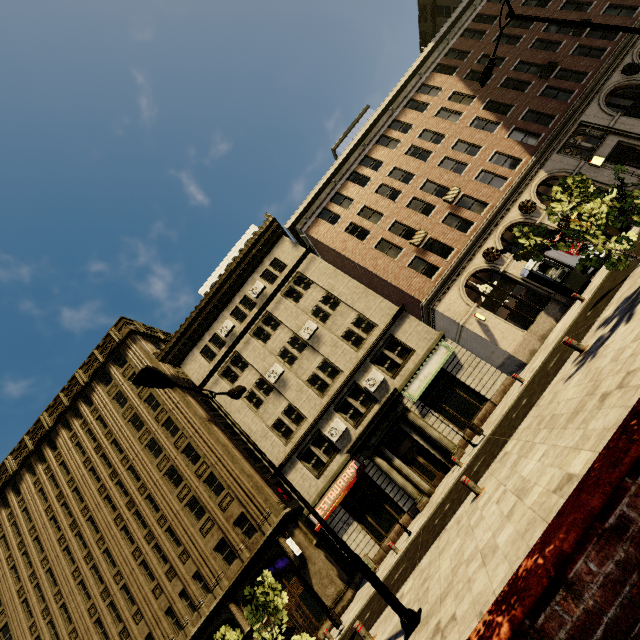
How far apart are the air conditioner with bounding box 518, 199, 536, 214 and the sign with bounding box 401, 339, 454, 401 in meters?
9.9 m

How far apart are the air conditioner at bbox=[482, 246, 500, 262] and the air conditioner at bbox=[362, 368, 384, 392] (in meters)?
10.04

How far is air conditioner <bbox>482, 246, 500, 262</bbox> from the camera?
20.7 meters

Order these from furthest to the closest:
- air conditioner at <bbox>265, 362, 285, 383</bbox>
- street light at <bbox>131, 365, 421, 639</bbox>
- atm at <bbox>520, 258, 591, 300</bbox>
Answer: air conditioner at <bbox>265, 362, 285, 383</bbox>, atm at <bbox>520, 258, 591, 300</bbox>, street light at <bbox>131, 365, 421, 639</bbox>

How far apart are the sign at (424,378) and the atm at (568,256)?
7.97m

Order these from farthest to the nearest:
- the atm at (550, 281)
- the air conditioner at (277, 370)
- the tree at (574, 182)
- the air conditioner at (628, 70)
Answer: the air conditioner at (277, 370)
the air conditioner at (628, 70)
the atm at (550, 281)
the tree at (574, 182)

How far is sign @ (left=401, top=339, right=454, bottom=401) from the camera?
19.58m

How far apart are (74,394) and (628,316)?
37.7 meters
